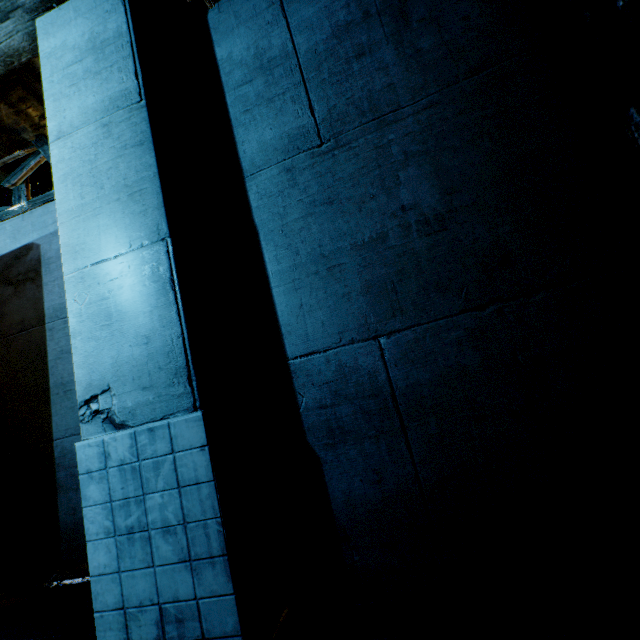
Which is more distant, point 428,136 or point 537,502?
point 428,136
